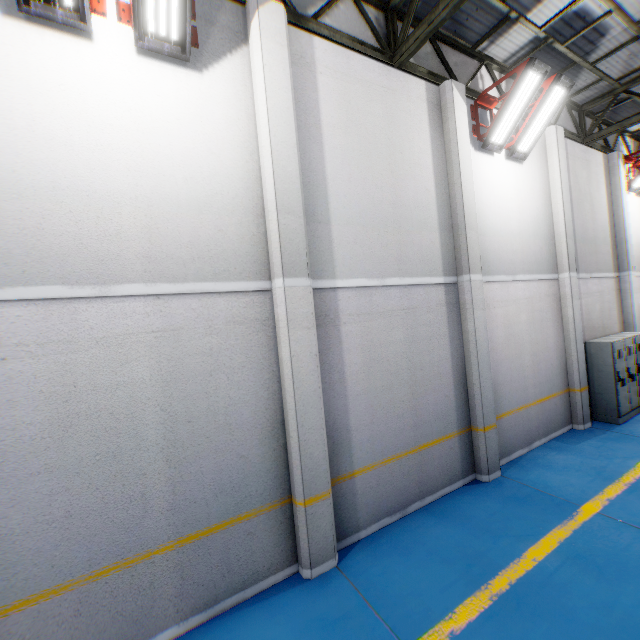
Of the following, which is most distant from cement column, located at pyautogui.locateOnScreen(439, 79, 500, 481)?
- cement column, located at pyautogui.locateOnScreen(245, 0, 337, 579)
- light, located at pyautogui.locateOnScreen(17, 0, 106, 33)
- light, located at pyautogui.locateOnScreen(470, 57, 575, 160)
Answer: light, located at pyautogui.locateOnScreen(17, 0, 106, 33)

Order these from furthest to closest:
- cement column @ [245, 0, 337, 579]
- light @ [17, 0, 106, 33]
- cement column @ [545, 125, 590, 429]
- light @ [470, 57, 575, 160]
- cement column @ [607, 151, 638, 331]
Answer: cement column @ [607, 151, 638, 331], cement column @ [545, 125, 590, 429], light @ [470, 57, 575, 160], cement column @ [245, 0, 337, 579], light @ [17, 0, 106, 33]

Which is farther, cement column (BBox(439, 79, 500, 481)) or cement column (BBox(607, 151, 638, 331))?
cement column (BBox(607, 151, 638, 331))

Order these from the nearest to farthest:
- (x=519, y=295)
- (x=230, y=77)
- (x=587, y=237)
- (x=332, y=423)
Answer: (x=230, y=77) < (x=332, y=423) < (x=519, y=295) < (x=587, y=237)

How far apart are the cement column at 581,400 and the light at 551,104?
2.2 meters

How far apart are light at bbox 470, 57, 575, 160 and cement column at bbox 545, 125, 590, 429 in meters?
2.2 m

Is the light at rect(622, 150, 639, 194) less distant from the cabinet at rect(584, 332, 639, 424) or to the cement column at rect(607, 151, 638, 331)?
the cement column at rect(607, 151, 638, 331)

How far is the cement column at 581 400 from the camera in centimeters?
837cm
